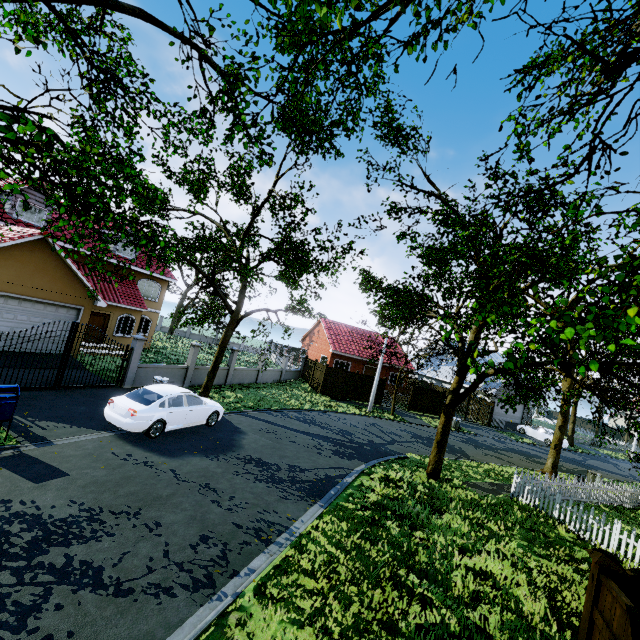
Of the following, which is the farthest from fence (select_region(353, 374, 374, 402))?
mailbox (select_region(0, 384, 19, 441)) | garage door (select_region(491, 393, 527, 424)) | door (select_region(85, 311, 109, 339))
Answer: door (select_region(85, 311, 109, 339))

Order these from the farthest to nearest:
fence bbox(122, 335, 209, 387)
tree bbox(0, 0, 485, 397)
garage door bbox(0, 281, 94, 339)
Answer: fence bbox(122, 335, 209, 387) → garage door bbox(0, 281, 94, 339) → tree bbox(0, 0, 485, 397)

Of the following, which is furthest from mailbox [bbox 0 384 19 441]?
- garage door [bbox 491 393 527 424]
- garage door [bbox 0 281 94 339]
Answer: garage door [bbox 491 393 527 424]

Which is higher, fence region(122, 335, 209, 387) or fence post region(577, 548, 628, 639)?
fence post region(577, 548, 628, 639)

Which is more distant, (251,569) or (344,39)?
(344,39)

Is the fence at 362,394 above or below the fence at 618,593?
below

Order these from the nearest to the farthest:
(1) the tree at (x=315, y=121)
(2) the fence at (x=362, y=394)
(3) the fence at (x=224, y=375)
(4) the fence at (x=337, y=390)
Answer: (1) the tree at (x=315, y=121) → (3) the fence at (x=224, y=375) → (4) the fence at (x=337, y=390) → (2) the fence at (x=362, y=394)

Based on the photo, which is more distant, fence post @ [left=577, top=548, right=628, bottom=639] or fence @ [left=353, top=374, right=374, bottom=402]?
fence @ [left=353, top=374, right=374, bottom=402]
